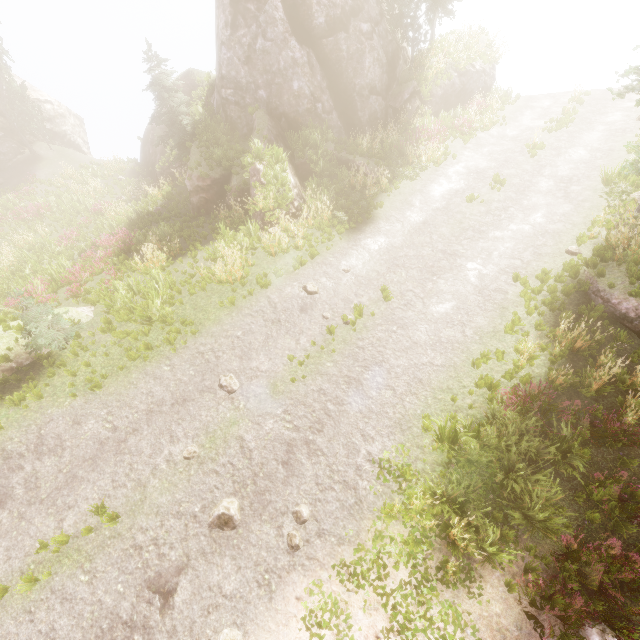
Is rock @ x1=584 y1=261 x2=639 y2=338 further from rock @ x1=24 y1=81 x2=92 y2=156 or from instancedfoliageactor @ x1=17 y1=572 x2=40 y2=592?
rock @ x1=24 y1=81 x2=92 y2=156

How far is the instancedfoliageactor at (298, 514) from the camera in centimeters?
690cm

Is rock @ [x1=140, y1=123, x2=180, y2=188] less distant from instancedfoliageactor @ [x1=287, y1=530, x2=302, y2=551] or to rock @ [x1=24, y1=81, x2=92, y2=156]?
instancedfoliageactor @ [x1=287, y1=530, x2=302, y2=551]

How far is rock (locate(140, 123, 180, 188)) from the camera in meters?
22.4

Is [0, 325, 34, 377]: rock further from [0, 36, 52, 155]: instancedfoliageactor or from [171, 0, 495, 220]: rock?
[171, 0, 495, 220]: rock

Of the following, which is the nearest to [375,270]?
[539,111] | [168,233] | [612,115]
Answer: [168,233]

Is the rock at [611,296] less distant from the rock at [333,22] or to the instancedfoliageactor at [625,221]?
the instancedfoliageactor at [625,221]

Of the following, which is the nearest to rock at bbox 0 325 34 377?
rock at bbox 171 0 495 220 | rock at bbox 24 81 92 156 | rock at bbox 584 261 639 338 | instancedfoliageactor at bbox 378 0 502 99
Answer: instancedfoliageactor at bbox 378 0 502 99
